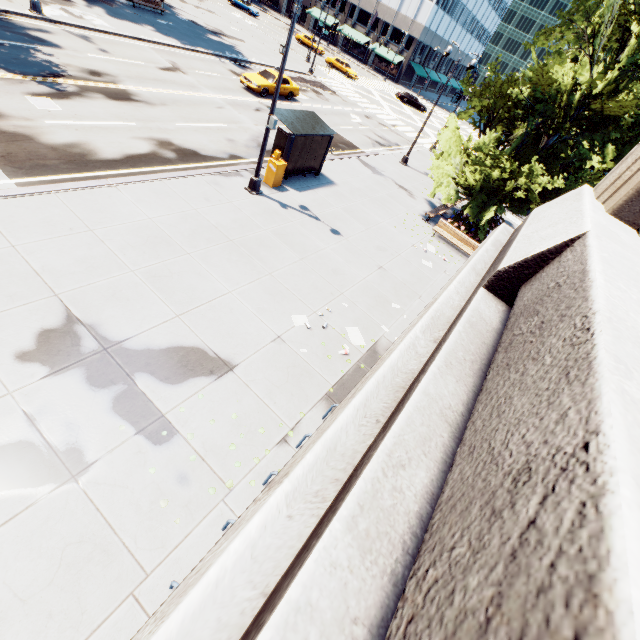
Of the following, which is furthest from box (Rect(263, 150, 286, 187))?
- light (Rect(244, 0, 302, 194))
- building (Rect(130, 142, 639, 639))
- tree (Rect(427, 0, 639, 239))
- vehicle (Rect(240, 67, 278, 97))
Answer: vehicle (Rect(240, 67, 278, 97))

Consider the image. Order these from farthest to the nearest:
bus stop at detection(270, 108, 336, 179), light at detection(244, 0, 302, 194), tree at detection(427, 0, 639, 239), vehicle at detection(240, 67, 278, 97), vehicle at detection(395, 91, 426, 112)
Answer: vehicle at detection(395, 91, 426, 112) → vehicle at detection(240, 67, 278, 97) → bus stop at detection(270, 108, 336, 179) → tree at detection(427, 0, 639, 239) → light at detection(244, 0, 302, 194)

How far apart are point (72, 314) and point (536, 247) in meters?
8.6

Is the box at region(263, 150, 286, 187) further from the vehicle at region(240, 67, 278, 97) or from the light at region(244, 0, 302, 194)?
the vehicle at region(240, 67, 278, 97)

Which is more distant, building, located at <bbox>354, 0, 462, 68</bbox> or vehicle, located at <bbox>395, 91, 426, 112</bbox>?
building, located at <bbox>354, 0, 462, 68</bbox>

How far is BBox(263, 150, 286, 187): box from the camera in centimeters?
1390cm

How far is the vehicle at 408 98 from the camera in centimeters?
4741cm

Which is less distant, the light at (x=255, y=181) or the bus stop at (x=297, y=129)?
the light at (x=255, y=181)
